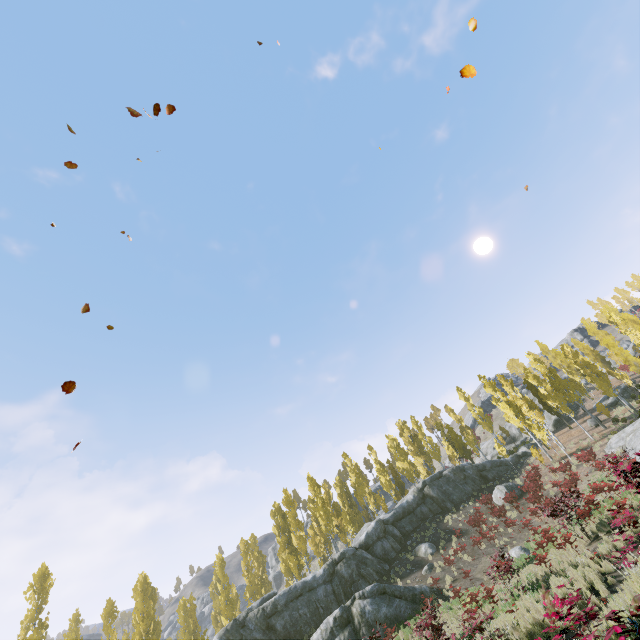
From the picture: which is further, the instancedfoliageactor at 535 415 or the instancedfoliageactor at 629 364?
the instancedfoliageactor at 629 364

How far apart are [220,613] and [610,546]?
47.30m

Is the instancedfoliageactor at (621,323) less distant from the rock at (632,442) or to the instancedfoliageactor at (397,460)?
the instancedfoliageactor at (397,460)

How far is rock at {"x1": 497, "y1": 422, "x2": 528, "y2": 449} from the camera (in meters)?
48.47

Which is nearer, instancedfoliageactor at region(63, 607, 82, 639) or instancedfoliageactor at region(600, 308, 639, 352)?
instancedfoliageactor at region(63, 607, 82, 639)

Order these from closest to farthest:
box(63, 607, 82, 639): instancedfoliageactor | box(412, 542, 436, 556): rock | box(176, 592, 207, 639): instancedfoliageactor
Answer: box(412, 542, 436, 556): rock < box(63, 607, 82, 639): instancedfoliageactor < box(176, 592, 207, 639): instancedfoliageactor

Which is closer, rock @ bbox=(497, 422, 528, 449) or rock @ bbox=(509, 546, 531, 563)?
rock @ bbox=(509, 546, 531, 563)

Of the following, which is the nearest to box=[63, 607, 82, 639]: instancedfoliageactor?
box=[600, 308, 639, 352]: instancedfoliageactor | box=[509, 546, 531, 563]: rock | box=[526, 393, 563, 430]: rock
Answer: box=[526, 393, 563, 430]: rock
